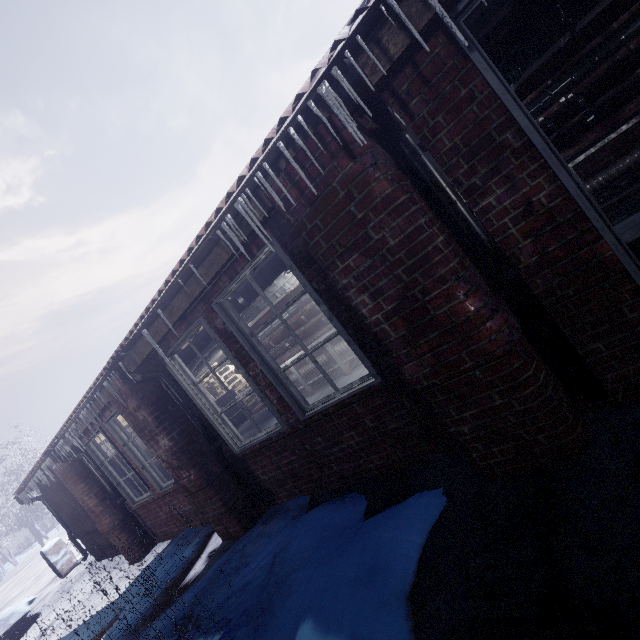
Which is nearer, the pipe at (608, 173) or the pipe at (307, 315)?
the pipe at (608, 173)

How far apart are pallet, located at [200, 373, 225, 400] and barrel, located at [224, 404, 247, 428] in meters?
0.0 m

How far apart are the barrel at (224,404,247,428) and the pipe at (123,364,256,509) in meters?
6.1 m

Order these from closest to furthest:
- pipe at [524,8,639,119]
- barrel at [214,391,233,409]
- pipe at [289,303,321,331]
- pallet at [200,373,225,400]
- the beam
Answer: the beam → pipe at [524,8,639,119] → pipe at [289,303,321,331] → barrel at [214,391,233,409] → pallet at [200,373,225,400]

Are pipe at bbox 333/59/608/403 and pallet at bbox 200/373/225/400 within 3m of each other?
no

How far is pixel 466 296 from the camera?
1.6 meters

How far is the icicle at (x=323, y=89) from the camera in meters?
1.4

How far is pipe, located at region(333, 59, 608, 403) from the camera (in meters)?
1.45
